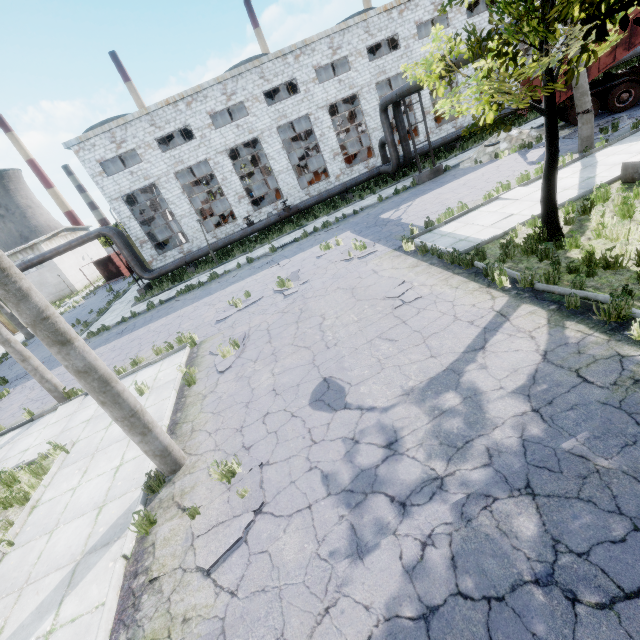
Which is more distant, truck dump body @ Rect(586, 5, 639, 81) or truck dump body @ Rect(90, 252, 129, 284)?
truck dump body @ Rect(90, 252, 129, 284)

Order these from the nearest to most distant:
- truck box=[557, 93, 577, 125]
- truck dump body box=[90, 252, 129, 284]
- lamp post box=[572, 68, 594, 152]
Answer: lamp post box=[572, 68, 594, 152]
truck box=[557, 93, 577, 125]
truck dump body box=[90, 252, 129, 284]

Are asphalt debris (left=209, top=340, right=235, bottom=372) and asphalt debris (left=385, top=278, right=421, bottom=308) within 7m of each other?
yes

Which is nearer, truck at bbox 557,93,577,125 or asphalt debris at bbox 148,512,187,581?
asphalt debris at bbox 148,512,187,581

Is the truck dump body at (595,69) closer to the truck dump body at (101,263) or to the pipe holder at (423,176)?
the pipe holder at (423,176)

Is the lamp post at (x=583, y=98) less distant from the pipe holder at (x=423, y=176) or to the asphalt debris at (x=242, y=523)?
the pipe holder at (x=423, y=176)

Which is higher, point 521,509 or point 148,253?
point 148,253

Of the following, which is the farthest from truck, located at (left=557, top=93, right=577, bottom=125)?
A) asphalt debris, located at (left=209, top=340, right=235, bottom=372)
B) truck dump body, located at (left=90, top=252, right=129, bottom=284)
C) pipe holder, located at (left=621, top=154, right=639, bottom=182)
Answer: truck dump body, located at (left=90, top=252, right=129, bottom=284)
